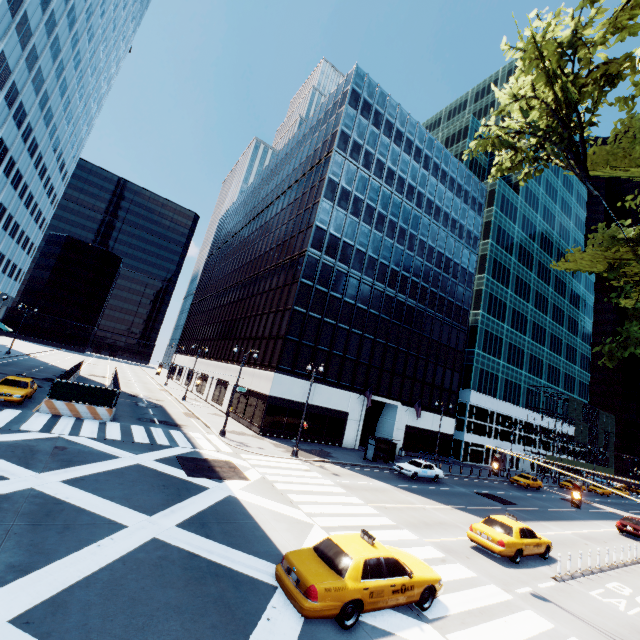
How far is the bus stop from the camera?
30.2m

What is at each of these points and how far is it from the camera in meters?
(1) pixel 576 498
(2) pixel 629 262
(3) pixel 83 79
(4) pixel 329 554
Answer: (1) traffic light, 11.2 m
(2) tree, 11.0 m
(3) building, 55.8 m
(4) vehicle, 8.7 m

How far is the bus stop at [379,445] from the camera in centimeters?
3018cm

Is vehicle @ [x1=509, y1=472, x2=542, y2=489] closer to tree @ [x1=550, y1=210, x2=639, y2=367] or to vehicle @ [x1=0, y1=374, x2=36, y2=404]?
tree @ [x1=550, y1=210, x2=639, y2=367]

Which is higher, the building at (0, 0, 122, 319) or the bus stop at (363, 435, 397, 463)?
the building at (0, 0, 122, 319)

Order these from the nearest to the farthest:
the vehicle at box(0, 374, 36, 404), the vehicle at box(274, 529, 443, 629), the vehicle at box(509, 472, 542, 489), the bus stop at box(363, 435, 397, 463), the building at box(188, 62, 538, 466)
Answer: the vehicle at box(274, 529, 443, 629), the vehicle at box(0, 374, 36, 404), the bus stop at box(363, 435, 397, 463), the building at box(188, 62, 538, 466), the vehicle at box(509, 472, 542, 489)

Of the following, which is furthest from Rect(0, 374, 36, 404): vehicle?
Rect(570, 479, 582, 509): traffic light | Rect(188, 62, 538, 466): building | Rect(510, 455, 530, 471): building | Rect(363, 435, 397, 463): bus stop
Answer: Rect(510, 455, 530, 471): building

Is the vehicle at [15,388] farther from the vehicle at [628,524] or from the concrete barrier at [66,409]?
the vehicle at [628,524]
